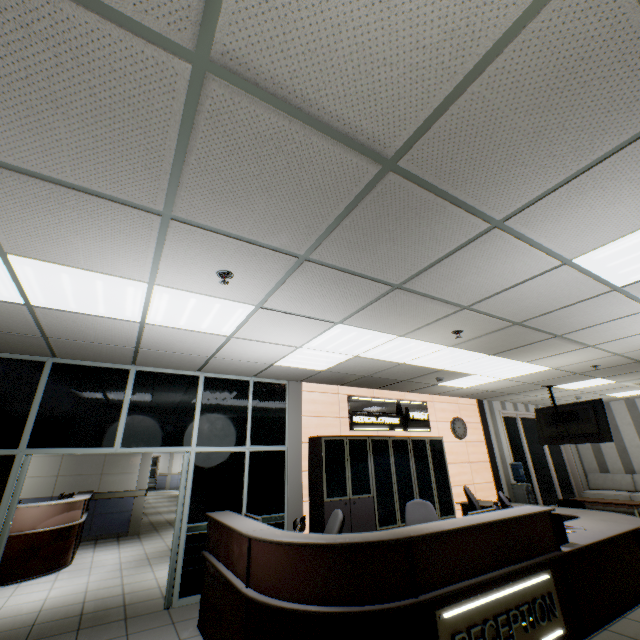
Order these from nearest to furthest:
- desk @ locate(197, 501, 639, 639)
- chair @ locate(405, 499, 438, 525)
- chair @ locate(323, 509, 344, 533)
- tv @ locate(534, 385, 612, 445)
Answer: desk @ locate(197, 501, 639, 639) < chair @ locate(323, 509, 344, 533) < chair @ locate(405, 499, 438, 525) < tv @ locate(534, 385, 612, 445)

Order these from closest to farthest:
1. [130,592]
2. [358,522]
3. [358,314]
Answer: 1. [358,314]
2. [130,592]
3. [358,522]

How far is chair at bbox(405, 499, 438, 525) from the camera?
4.7 meters

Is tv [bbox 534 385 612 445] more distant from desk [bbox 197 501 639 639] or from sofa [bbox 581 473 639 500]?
sofa [bbox 581 473 639 500]

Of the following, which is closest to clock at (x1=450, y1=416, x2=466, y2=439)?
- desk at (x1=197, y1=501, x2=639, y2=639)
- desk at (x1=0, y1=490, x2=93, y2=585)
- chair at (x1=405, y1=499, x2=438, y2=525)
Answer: desk at (x1=197, y1=501, x2=639, y2=639)

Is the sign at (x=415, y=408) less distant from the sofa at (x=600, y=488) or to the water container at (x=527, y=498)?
the water container at (x=527, y=498)

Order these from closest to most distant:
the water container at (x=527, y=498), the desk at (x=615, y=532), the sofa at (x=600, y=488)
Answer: the desk at (x=615, y=532), the water container at (x=527, y=498), the sofa at (x=600, y=488)

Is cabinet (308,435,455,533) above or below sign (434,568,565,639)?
above
